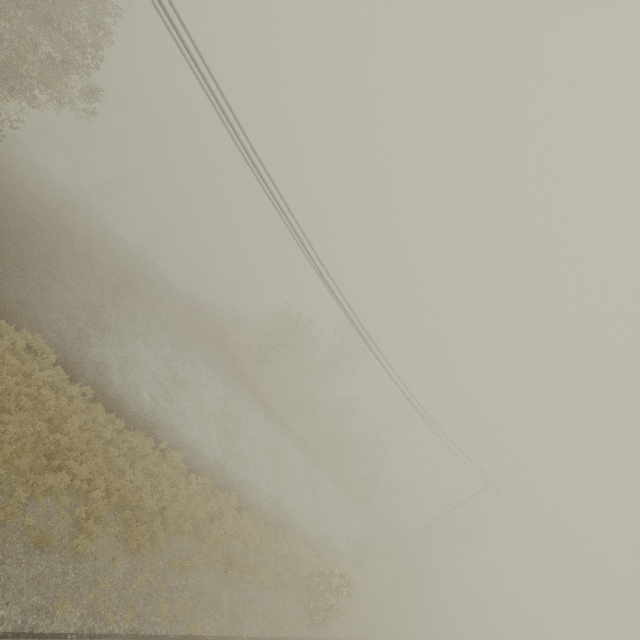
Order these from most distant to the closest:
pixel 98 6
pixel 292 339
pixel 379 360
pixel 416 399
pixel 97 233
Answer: pixel 292 339, pixel 97 233, pixel 416 399, pixel 379 360, pixel 98 6

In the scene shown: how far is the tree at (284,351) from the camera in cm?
2841

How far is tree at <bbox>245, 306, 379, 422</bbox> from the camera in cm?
2841
